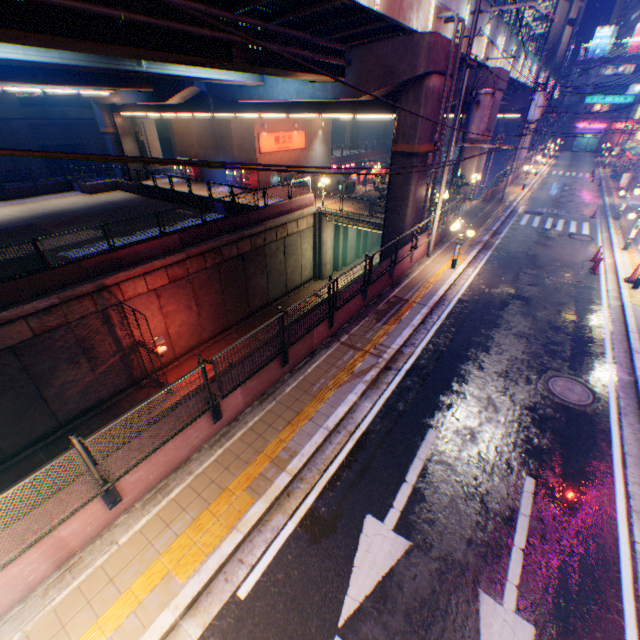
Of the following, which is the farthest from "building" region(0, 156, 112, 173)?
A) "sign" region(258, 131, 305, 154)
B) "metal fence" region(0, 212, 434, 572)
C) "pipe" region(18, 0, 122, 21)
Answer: "pipe" region(18, 0, 122, 21)

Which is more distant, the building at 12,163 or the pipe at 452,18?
the building at 12,163

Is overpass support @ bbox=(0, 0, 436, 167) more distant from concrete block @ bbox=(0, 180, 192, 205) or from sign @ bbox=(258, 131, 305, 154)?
sign @ bbox=(258, 131, 305, 154)

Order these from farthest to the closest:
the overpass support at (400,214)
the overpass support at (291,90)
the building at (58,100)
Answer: the building at (58,100) → the overpass support at (400,214) → the overpass support at (291,90)

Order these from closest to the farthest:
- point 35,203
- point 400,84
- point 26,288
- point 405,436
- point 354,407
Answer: point 405,436, point 354,407, point 26,288, point 400,84, point 35,203

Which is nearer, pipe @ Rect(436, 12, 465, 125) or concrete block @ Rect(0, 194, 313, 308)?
concrete block @ Rect(0, 194, 313, 308)

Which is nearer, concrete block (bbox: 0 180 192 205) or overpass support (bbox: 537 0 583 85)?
concrete block (bbox: 0 180 192 205)

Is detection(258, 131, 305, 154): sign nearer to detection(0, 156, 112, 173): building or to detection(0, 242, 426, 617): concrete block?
detection(0, 242, 426, 617): concrete block
